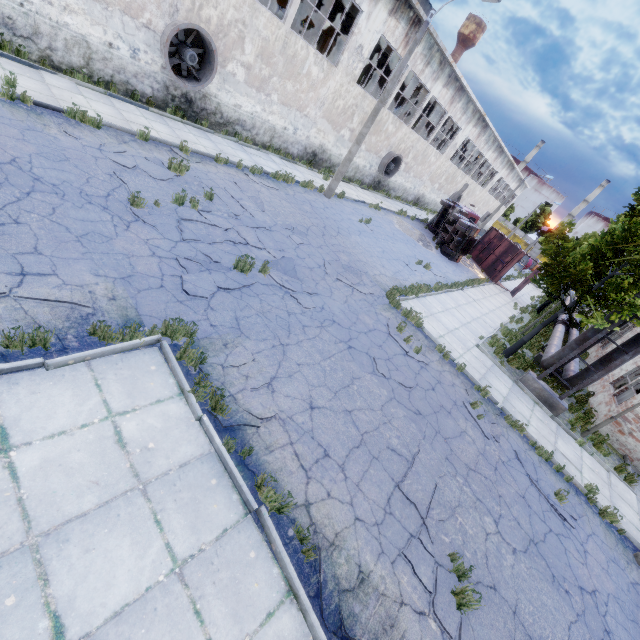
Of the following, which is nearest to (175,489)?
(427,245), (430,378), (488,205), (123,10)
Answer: (430,378)

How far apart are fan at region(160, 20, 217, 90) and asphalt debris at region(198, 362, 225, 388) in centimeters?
1295cm

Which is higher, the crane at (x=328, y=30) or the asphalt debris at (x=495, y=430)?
the crane at (x=328, y=30)

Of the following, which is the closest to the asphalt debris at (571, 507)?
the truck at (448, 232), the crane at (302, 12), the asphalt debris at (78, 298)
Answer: the asphalt debris at (78, 298)

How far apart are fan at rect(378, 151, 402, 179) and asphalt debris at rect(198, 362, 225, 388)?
24.6m

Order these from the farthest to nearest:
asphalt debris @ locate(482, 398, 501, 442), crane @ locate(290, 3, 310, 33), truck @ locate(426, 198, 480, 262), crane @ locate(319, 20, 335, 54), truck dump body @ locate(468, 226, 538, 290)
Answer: truck dump body @ locate(468, 226, 538, 290), truck @ locate(426, 198, 480, 262), crane @ locate(290, 3, 310, 33), crane @ locate(319, 20, 335, 54), asphalt debris @ locate(482, 398, 501, 442)

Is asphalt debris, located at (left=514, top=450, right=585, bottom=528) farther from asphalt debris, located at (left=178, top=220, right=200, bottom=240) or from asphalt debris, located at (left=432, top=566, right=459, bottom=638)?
asphalt debris, located at (left=178, top=220, right=200, bottom=240)

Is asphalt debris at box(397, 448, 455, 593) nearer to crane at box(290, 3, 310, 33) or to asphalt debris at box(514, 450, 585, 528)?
asphalt debris at box(514, 450, 585, 528)
